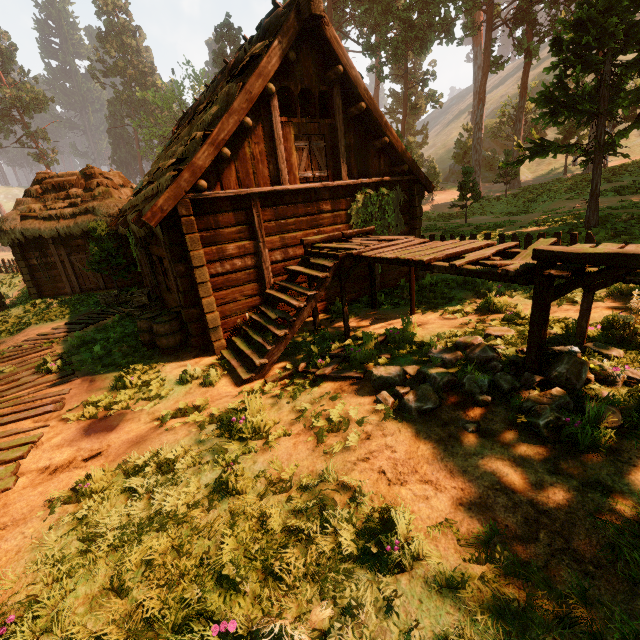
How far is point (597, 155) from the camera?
10.9m

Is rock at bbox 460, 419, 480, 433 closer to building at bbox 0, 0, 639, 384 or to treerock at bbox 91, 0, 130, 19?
building at bbox 0, 0, 639, 384

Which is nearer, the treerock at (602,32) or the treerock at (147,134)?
the treerock at (602,32)

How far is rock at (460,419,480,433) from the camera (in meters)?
3.81

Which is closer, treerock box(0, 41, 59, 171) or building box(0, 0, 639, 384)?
building box(0, 0, 639, 384)

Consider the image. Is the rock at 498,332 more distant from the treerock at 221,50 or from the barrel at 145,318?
the barrel at 145,318

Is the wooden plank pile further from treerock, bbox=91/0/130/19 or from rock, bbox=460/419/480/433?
treerock, bbox=91/0/130/19

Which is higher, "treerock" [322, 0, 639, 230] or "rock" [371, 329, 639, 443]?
"treerock" [322, 0, 639, 230]
